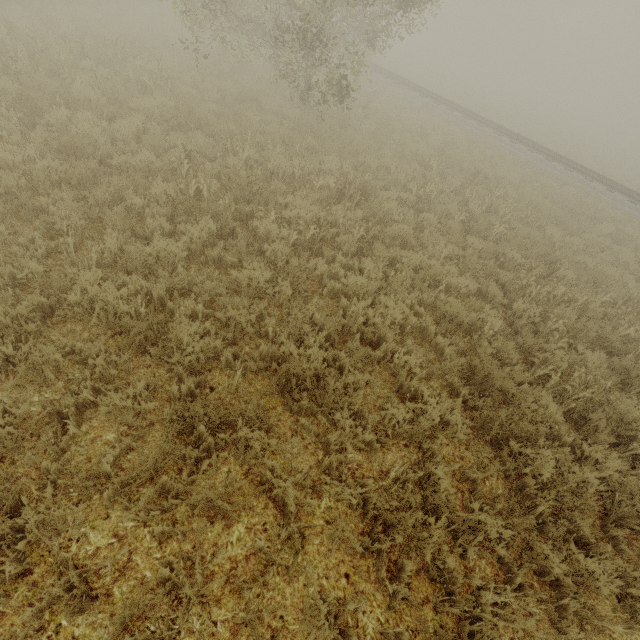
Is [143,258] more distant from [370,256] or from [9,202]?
[370,256]

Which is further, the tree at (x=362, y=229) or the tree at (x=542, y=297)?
the tree at (x=362, y=229)

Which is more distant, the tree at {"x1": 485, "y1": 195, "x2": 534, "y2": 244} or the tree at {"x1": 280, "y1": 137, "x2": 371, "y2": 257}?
the tree at {"x1": 485, "y1": 195, "x2": 534, "y2": 244}

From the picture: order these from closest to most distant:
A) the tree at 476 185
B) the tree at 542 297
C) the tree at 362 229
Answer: the tree at 542 297
the tree at 362 229
the tree at 476 185

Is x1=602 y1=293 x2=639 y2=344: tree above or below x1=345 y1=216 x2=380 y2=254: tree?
below

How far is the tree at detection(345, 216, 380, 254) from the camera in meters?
6.6
